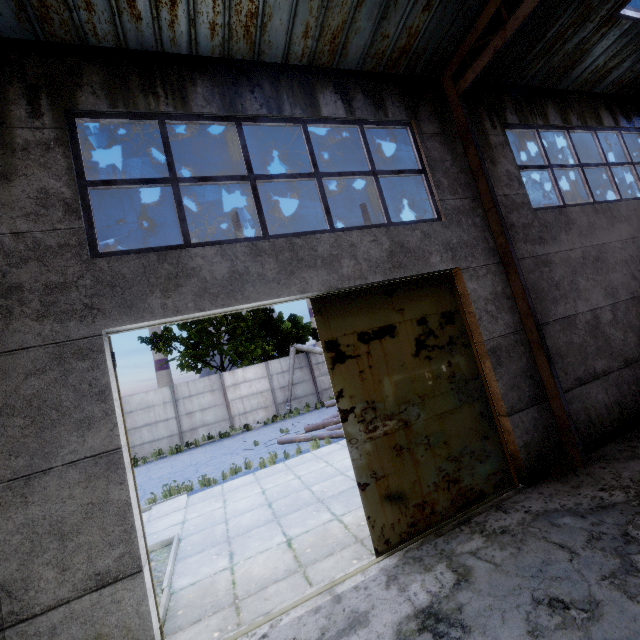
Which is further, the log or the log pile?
the log pile

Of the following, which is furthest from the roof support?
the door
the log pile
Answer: the log pile

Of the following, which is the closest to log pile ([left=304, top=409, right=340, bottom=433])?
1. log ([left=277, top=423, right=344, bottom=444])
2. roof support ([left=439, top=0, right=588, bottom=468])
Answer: log ([left=277, top=423, right=344, bottom=444])

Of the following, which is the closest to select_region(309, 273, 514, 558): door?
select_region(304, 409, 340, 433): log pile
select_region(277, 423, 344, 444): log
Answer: select_region(277, 423, 344, 444): log

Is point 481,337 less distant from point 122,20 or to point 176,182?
point 176,182

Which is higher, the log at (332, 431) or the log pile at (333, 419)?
the log pile at (333, 419)

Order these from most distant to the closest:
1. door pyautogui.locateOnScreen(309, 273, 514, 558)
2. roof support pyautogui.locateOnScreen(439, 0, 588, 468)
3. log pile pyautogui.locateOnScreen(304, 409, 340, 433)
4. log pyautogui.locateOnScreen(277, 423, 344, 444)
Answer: log pile pyautogui.locateOnScreen(304, 409, 340, 433), log pyautogui.locateOnScreen(277, 423, 344, 444), roof support pyautogui.locateOnScreen(439, 0, 588, 468), door pyautogui.locateOnScreen(309, 273, 514, 558)

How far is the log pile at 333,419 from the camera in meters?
14.1 m
